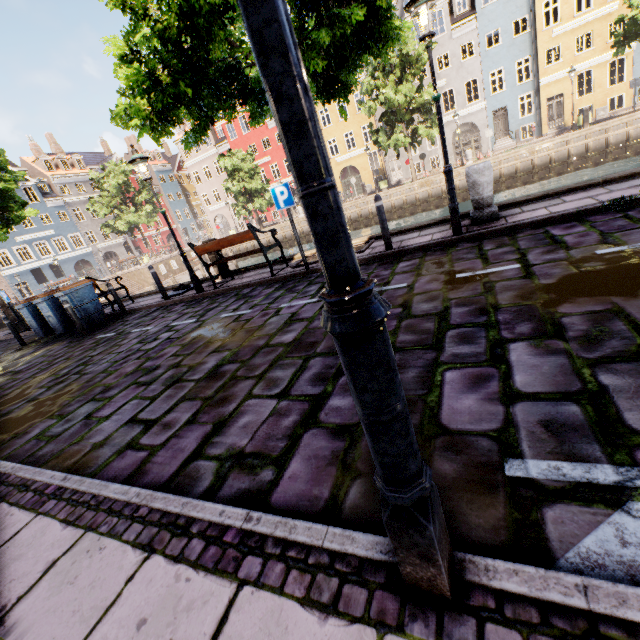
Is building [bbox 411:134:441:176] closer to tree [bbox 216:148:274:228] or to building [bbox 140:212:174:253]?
tree [bbox 216:148:274:228]

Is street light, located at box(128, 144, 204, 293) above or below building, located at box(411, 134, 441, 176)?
above

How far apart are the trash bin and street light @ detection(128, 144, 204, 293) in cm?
484

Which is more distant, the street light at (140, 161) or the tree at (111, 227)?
the tree at (111, 227)

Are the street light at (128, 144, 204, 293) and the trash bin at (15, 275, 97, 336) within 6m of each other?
yes

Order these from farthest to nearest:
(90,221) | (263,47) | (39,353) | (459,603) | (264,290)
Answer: (90,221) → (39,353) → (264,290) → (459,603) → (263,47)

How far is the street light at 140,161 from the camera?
8.0 meters

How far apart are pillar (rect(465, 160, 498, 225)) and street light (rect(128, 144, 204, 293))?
7.2m
